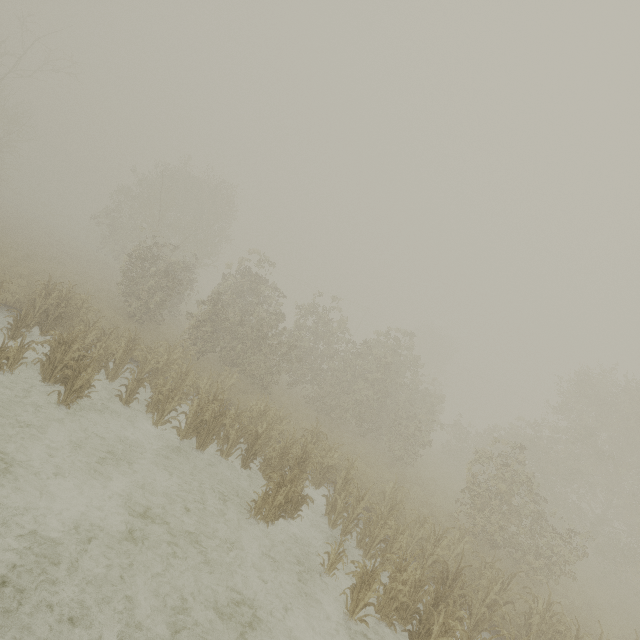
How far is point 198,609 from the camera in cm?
570
